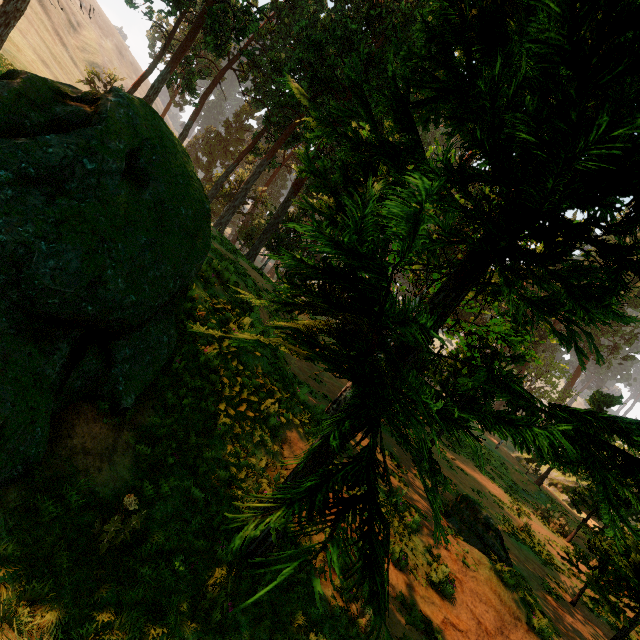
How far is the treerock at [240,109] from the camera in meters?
58.9

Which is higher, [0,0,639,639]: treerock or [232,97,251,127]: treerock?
[232,97,251,127]: treerock

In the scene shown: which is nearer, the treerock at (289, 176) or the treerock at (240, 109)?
the treerock at (289, 176)

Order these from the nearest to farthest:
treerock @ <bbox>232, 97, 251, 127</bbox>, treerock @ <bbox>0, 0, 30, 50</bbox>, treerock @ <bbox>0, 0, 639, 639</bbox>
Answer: treerock @ <bbox>0, 0, 639, 639</bbox> < treerock @ <bbox>0, 0, 30, 50</bbox> < treerock @ <bbox>232, 97, 251, 127</bbox>

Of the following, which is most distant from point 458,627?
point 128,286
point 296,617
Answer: point 128,286

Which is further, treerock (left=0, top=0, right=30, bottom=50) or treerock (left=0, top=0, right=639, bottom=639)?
treerock (left=0, top=0, right=30, bottom=50)
